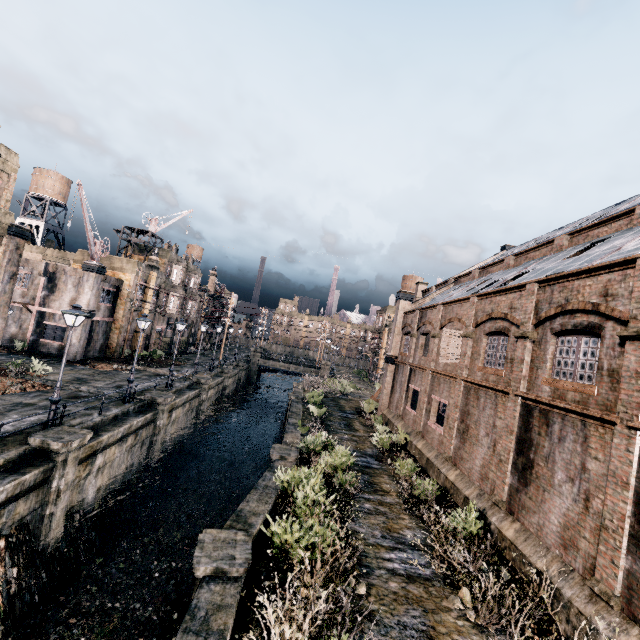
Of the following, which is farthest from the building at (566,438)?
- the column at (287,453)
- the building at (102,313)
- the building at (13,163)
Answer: the building at (102,313)

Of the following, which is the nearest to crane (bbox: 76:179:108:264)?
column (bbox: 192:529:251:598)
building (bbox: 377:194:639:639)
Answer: column (bbox: 192:529:251:598)

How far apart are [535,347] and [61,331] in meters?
37.6

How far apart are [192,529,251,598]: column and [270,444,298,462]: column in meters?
6.7 m

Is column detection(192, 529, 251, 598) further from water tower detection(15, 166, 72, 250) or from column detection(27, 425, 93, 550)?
water tower detection(15, 166, 72, 250)

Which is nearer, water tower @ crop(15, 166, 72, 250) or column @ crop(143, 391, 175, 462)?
column @ crop(143, 391, 175, 462)

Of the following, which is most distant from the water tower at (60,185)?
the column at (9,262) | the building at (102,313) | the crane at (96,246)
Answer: the column at (9,262)

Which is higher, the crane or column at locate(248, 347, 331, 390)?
the crane
